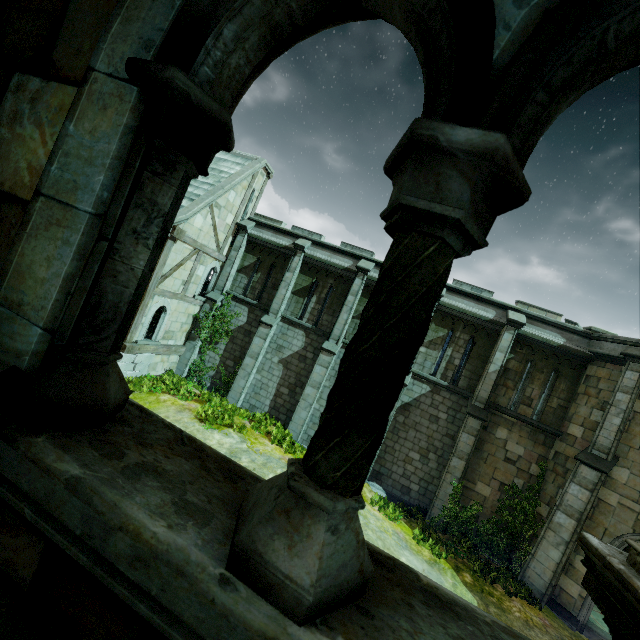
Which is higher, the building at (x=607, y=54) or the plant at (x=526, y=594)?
the building at (x=607, y=54)

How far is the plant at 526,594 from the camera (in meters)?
11.66

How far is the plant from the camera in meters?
11.7

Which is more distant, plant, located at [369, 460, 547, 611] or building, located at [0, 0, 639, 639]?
plant, located at [369, 460, 547, 611]

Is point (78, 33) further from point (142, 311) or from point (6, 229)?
point (142, 311)

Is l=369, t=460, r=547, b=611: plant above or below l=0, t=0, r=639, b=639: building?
below
